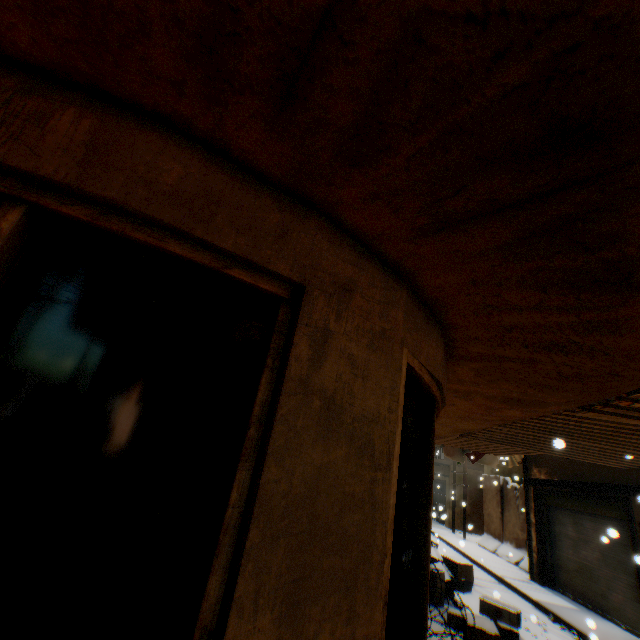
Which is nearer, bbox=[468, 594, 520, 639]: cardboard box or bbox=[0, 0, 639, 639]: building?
bbox=[0, 0, 639, 639]: building

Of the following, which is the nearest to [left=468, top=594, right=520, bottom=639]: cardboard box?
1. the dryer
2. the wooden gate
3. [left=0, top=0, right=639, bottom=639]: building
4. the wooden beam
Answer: [left=0, top=0, right=639, bottom=639]: building

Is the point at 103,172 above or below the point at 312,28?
below

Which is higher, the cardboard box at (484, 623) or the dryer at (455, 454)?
the dryer at (455, 454)

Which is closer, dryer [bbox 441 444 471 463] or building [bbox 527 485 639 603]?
building [bbox 527 485 639 603]

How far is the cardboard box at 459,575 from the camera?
8.4 meters

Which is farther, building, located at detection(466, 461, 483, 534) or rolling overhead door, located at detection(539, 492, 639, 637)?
building, located at detection(466, 461, 483, 534)

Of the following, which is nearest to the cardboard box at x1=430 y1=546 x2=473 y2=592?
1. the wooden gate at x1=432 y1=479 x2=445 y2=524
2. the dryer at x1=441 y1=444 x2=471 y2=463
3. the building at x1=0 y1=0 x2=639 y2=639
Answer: the building at x1=0 y1=0 x2=639 y2=639
